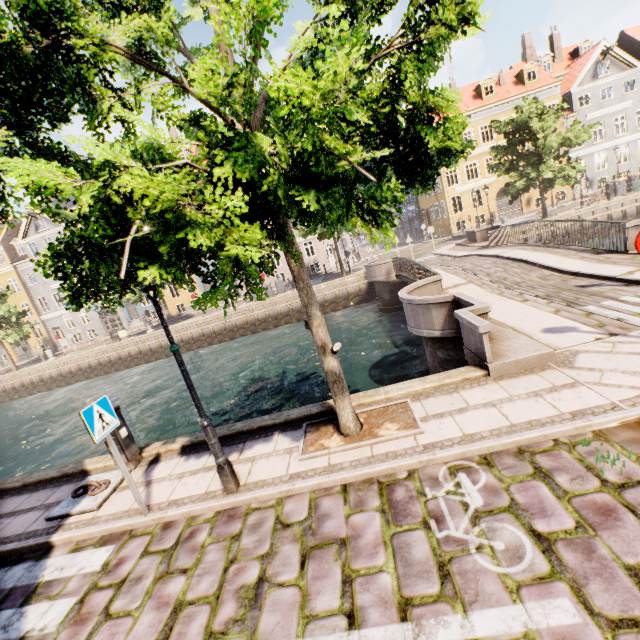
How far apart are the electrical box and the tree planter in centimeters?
346cm

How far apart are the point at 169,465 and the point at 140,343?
25.4 meters

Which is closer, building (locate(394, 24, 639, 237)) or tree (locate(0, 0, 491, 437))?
tree (locate(0, 0, 491, 437))

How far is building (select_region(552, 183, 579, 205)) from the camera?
32.16m

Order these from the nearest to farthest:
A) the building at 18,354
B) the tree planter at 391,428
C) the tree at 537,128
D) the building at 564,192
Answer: the tree planter at 391,428 → the tree at 537,128 → the building at 564,192 → the building at 18,354

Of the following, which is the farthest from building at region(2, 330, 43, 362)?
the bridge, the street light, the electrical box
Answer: the street light

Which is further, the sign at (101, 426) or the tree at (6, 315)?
the tree at (6, 315)

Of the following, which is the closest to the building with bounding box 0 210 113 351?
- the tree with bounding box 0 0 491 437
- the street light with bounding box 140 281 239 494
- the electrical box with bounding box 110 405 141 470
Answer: the tree with bounding box 0 0 491 437
